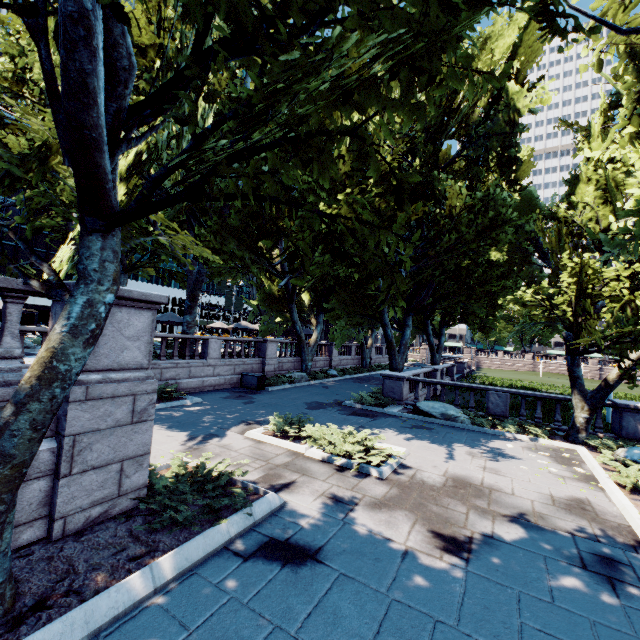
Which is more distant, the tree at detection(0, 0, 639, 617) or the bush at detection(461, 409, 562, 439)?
the bush at detection(461, 409, 562, 439)

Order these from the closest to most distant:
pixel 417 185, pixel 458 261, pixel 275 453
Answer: pixel 275 453 → pixel 458 261 → pixel 417 185

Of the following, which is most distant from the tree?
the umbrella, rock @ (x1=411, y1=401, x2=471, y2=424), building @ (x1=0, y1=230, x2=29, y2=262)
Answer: building @ (x1=0, y1=230, x2=29, y2=262)

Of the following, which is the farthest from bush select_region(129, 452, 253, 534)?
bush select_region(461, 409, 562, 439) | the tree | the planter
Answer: bush select_region(461, 409, 562, 439)

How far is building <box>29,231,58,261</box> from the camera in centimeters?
5296cm

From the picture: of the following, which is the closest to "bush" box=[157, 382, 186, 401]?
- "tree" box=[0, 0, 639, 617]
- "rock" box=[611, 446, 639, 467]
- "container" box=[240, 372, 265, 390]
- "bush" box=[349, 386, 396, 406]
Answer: "tree" box=[0, 0, 639, 617]

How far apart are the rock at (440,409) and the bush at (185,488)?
11.0m

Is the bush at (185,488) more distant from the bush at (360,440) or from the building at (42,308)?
the building at (42,308)
